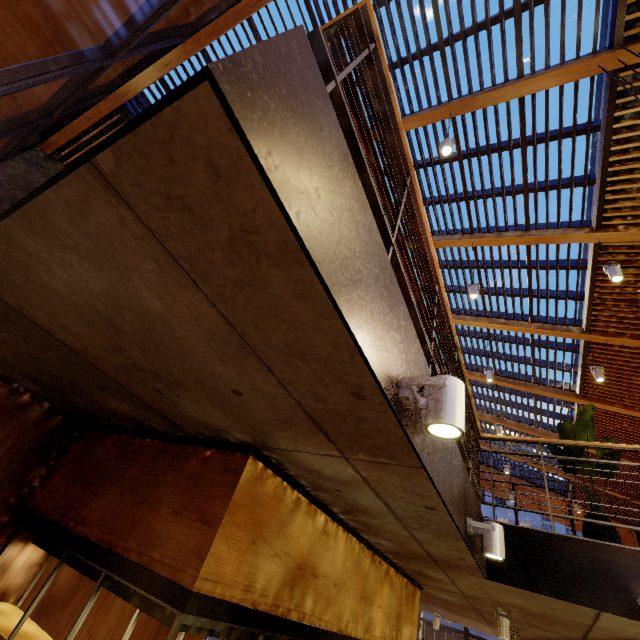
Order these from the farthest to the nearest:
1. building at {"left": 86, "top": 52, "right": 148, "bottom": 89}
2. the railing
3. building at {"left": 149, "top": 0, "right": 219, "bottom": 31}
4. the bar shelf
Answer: building at {"left": 86, "top": 52, "right": 148, "bottom": 89} → building at {"left": 149, "top": 0, "right": 219, "bottom": 31} → the bar shelf → the railing

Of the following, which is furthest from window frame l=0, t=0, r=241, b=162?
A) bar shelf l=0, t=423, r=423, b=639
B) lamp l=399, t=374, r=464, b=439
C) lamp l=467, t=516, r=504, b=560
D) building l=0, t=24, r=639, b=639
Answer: lamp l=467, t=516, r=504, b=560

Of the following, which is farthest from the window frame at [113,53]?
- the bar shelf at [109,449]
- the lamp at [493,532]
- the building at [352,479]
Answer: the lamp at [493,532]

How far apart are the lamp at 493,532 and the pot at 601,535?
1.91m

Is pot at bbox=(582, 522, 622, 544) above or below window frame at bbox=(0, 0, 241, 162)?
below

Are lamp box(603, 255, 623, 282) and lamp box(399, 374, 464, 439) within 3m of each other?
no

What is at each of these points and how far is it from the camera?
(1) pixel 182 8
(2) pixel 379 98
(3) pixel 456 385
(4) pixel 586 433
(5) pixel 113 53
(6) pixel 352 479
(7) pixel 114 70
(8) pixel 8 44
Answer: (1) building, 5.7m
(2) railing, 1.9m
(3) lamp, 1.4m
(4) tree, 4.3m
(5) window frame, 4.5m
(6) building, 2.4m
(7) building, 6.4m
(8) building, 6.1m

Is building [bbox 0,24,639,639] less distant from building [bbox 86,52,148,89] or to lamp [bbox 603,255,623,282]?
building [bbox 86,52,148,89]
